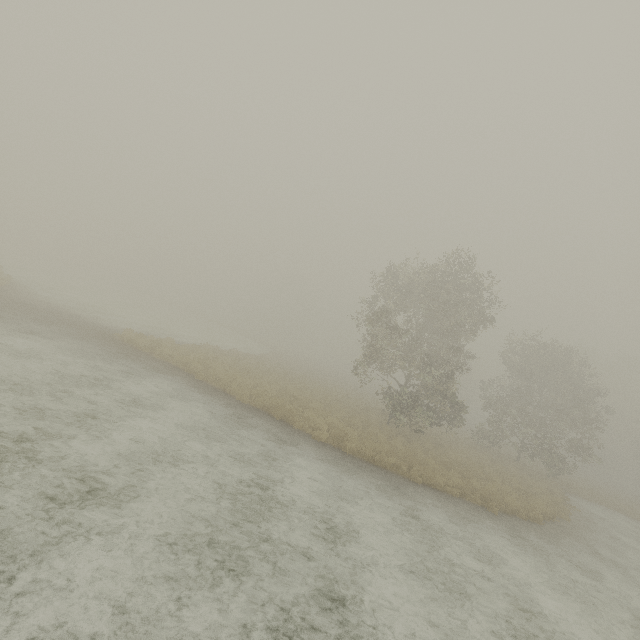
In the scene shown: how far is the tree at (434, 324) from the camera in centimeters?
1977cm

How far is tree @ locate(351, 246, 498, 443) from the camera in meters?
19.8

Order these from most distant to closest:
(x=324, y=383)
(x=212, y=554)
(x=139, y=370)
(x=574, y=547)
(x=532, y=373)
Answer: (x=324, y=383), (x=532, y=373), (x=139, y=370), (x=574, y=547), (x=212, y=554)
